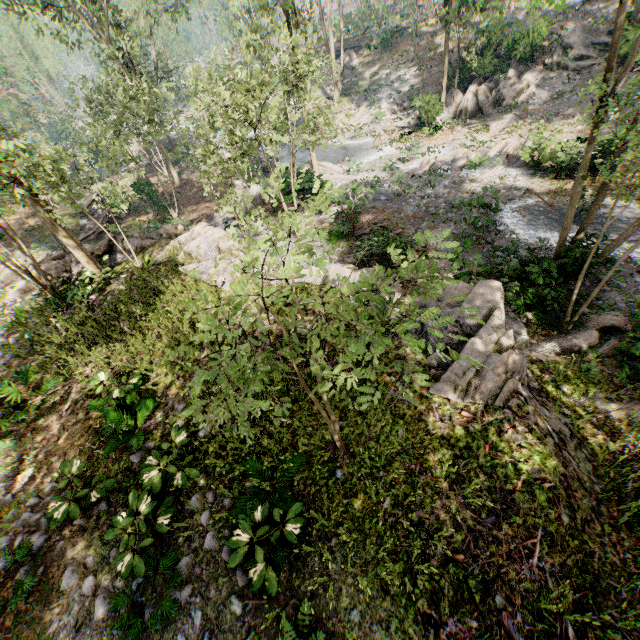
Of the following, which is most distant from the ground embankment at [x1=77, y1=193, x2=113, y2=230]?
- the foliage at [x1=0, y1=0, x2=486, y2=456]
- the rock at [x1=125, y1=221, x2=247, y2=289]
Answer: the rock at [x1=125, y1=221, x2=247, y2=289]

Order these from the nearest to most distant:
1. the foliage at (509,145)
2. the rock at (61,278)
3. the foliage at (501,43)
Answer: the rock at (61,278), the foliage at (509,145), the foliage at (501,43)

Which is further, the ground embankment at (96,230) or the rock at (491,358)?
the ground embankment at (96,230)

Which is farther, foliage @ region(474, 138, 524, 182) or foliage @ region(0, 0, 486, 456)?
foliage @ region(474, 138, 524, 182)

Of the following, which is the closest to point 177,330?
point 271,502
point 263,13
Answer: point 271,502

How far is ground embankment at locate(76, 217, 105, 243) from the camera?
23.64m

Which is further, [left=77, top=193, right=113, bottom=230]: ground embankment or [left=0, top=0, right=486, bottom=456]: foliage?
[left=77, top=193, right=113, bottom=230]: ground embankment
